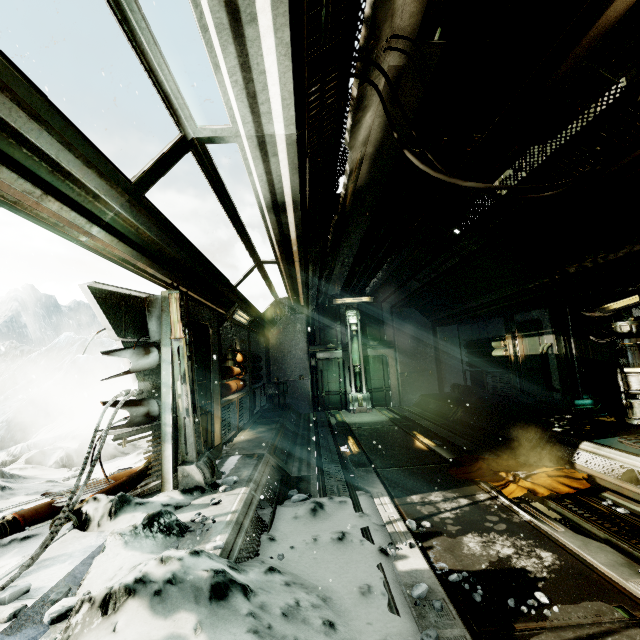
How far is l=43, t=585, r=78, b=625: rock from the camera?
2.1 meters

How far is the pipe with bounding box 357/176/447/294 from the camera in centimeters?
529cm

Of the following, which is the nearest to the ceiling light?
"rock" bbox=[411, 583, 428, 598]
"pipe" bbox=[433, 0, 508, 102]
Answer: "pipe" bbox=[433, 0, 508, 102]

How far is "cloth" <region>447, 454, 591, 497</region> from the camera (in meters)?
4.39

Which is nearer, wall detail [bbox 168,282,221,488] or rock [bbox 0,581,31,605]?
rock [bbox 0,581,31,605]

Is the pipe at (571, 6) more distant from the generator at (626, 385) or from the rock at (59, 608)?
the rock at (59, 608)

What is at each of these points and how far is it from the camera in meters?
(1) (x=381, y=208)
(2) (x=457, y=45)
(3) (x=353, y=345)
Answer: (1) pipe, 5.5
(2) pipe, 2.7
(3) wall detail, 12.9

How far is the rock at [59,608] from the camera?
2.11m
